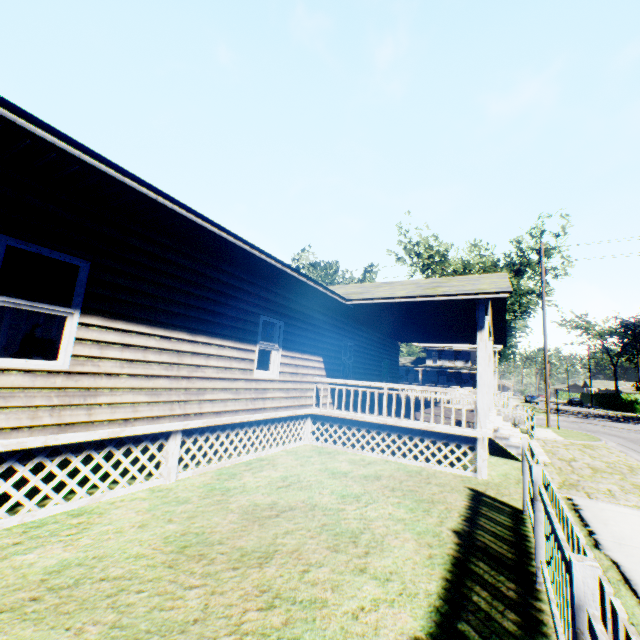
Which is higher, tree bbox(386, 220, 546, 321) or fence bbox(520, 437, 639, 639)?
tree bbox(386, 220, 546, 321)

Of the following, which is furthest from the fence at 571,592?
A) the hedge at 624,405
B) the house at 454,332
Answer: the hedge at 624,405

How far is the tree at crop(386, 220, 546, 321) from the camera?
32.66m

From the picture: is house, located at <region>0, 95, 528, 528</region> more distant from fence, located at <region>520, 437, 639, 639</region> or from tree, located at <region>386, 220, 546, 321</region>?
tree, located at <region>386, 220, 546, 321</region>

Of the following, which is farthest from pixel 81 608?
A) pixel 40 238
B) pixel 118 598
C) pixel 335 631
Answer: pixel 40 238

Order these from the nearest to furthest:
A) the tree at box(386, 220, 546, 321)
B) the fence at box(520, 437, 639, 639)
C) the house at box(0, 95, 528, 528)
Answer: the fence at box(520, 437, 639, 639) < the house at box(0, 95, 528, 528) < the tree at box(386, 220, 546, 321)

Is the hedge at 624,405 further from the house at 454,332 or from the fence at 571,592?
the fence at 571,592

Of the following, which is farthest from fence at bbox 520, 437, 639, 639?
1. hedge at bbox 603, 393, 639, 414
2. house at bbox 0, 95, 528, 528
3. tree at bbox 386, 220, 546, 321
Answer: hedge at bbox 603, 393, 639, 414
